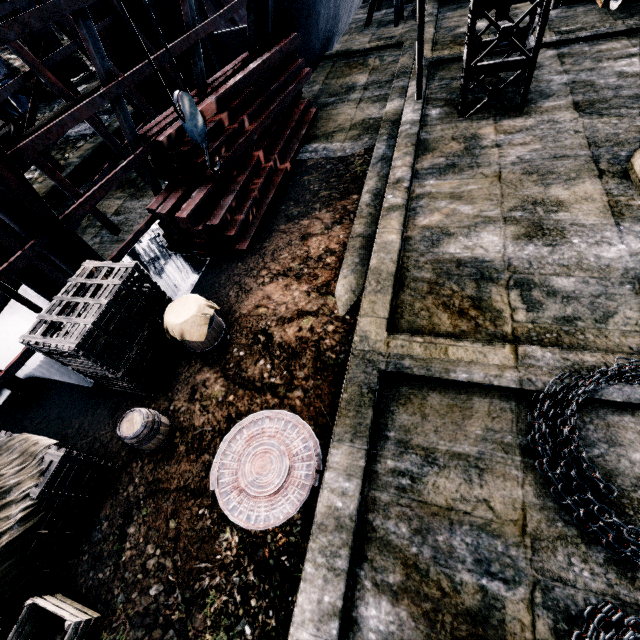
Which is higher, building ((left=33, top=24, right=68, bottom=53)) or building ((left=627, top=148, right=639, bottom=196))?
building ((left=33, top=24, right=68, bottom=53))

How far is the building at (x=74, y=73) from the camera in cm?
1858

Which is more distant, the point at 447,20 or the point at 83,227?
the point at 447,20

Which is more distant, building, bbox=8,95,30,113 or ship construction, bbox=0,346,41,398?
building, bbox=8,95,30,113

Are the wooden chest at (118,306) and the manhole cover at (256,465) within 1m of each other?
no

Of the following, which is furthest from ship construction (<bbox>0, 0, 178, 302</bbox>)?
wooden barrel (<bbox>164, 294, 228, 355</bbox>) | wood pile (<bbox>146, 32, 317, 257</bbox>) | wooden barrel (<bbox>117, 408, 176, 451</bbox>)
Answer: wooden barrel (<bbox>117, 408, 176, 451</bbox>)

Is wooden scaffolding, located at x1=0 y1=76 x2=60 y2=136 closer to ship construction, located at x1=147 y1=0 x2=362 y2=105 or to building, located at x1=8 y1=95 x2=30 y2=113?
ship construction, located at x1=147 y1=0 x2=362 y2=105

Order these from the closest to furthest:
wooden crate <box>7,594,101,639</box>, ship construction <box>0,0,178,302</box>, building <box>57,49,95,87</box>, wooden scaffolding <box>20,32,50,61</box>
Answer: wooden crate <box>7,594,101,639</box>, ship construction <box>0,0,178,302</box>, wooden scaffolding <box>20,32,50,61</box>, building <box>57,49,95,87</box>
